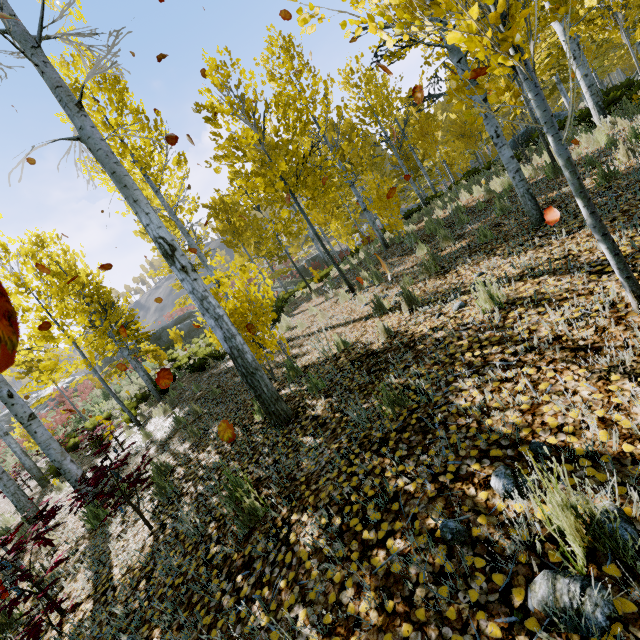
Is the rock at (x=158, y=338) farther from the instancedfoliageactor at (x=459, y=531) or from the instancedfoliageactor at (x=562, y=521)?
the instancedfoliageactor at (x=562, y=521)

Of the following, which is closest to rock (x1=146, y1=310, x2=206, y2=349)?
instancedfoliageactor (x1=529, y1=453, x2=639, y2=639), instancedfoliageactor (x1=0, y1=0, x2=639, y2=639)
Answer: instancedfoliageactor (x1=0, y1=0, x2=639, y2=639)

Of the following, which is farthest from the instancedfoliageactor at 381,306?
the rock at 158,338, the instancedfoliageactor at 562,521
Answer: the rock at 158,338

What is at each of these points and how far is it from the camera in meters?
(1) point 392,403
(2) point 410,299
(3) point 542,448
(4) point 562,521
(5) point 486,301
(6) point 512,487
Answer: (1) instancedfoliageactor, 2.9
(2) instancedfoliageactor, 5.0
(3) instancedfoliageactor, 1.9
(4) instancedfoliageactor, 1.3
(5) instancedfoliageactor, 3.5
(6) instancedfoliageactor, 1.7

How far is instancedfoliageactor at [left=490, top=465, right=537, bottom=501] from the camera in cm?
158
